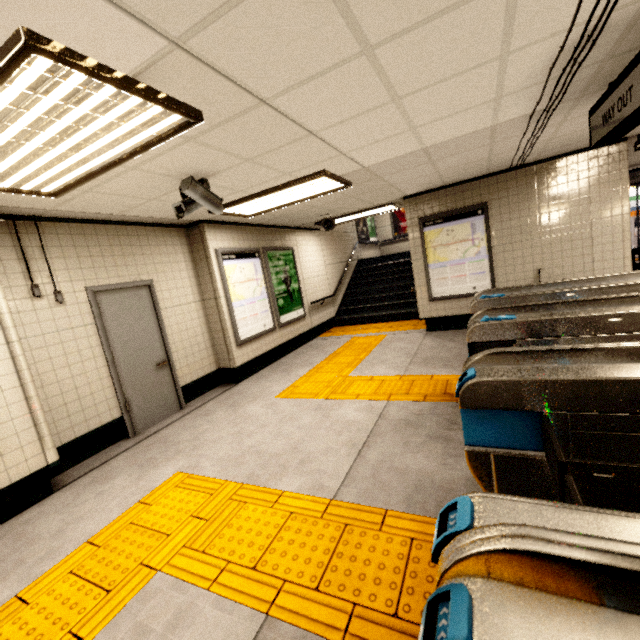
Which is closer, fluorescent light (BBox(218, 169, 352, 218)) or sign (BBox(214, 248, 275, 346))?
fluorescent light (BBox(218, 169, 352, 218))

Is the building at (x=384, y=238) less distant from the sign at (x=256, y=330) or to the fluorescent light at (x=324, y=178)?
the sign at (x=256, y=330)

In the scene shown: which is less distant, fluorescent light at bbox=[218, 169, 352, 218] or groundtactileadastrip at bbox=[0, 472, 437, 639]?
groundtactileadastrip at bbox=[0, 472, 437, 639]

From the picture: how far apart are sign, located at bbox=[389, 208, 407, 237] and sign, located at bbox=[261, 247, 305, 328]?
8.1 meters

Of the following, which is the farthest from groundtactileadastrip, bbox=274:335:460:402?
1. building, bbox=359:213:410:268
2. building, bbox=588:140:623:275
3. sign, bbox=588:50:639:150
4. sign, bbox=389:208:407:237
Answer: sign, bbox=389:208:407:237

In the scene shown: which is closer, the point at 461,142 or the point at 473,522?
the point at 473,522

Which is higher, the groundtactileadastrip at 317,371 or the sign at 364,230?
the sign at 364,230

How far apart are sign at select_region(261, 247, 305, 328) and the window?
3.1 meters
